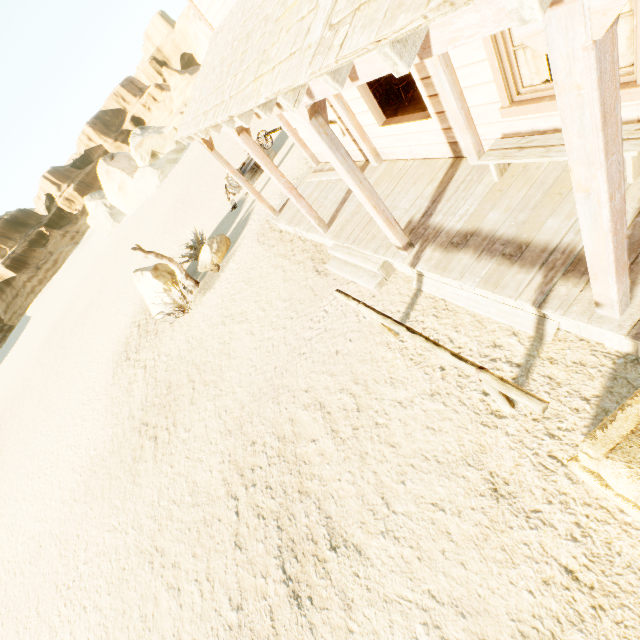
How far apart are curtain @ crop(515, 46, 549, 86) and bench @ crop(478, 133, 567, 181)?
0.5 meters

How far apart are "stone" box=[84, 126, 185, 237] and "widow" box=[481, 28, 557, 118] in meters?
43.0 m

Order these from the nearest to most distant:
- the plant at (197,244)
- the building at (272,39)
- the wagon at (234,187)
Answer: the building at (272,39), the plant at (197,244), the wagon at (234,187)

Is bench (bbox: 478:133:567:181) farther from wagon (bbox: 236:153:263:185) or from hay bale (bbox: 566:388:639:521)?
wagon (bbox: 236:153:263:185)

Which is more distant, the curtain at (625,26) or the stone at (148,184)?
the stone at (148,184)

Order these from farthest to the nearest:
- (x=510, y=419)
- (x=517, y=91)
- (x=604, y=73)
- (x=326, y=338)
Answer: (x=326, y=338) < (x=517, y=91) < (x=510, y=419) < (x=604, y=73)

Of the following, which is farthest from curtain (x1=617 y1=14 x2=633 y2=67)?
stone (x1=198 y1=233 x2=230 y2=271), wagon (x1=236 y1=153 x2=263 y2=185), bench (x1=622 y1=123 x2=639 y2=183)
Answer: wagon (x1=236 y1=153 x2=263 y2=185)

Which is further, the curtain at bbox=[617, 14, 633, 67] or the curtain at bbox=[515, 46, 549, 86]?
the curtain at bbox=[515, 46, 549, 86]
